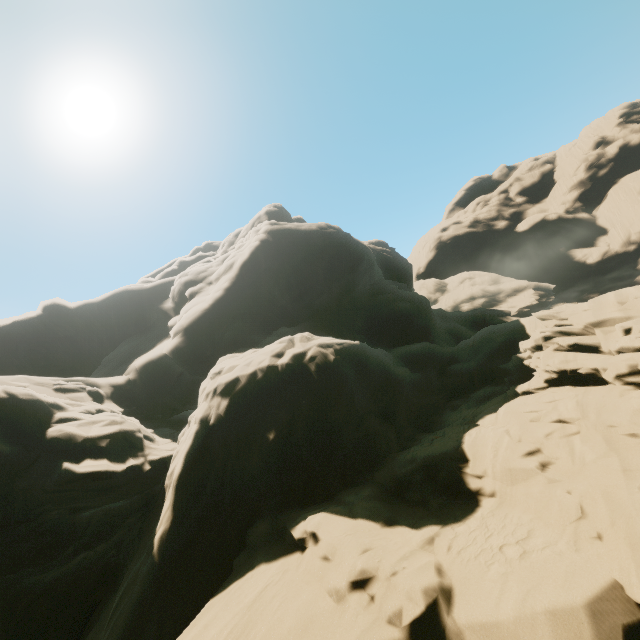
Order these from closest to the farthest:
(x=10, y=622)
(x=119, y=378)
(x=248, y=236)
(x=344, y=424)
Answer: (x=10, y=622) < (x=344, y=424) < (x=119, y=378) < (x=248, y=236)
